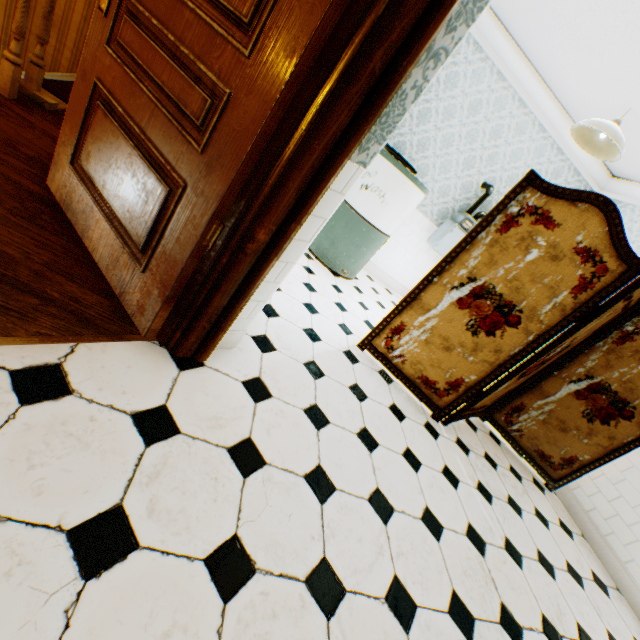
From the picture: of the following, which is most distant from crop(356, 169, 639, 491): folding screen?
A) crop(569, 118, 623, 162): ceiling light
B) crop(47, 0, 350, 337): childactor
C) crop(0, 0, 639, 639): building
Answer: crop(47, 0, 350, 337): childactor

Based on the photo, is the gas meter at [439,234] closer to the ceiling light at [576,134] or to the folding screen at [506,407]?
the ceiling light at [576,134]

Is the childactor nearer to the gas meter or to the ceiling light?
the ceiling light

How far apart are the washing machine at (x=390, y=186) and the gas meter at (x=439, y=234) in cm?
79

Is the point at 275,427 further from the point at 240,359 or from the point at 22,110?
the point at 22,110

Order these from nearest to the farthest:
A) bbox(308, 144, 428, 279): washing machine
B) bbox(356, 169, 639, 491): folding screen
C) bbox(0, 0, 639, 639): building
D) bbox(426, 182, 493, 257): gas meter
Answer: bbox(0, 0, 639, 639): building → bbox(356, 169, 639, 491): folding screen → bbox(308, 144, 428, 279): washing machine → bbox(426, 182, 493, 257): gas meter

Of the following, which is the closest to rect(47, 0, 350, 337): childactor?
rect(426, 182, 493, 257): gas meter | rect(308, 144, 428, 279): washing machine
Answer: rect(308, 144, 428, 279): washing machine
